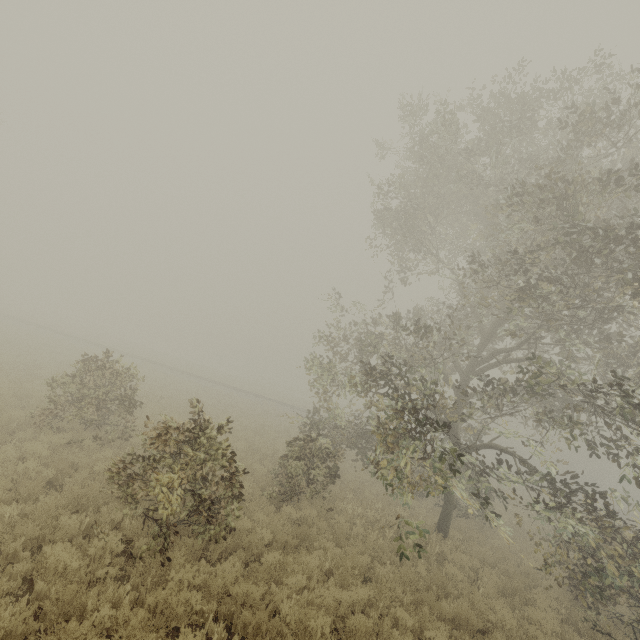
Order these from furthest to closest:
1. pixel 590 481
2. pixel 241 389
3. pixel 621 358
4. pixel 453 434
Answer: pixel 590 481 → pixel 241 389 → pixel 453 434 → pixel 621 358
